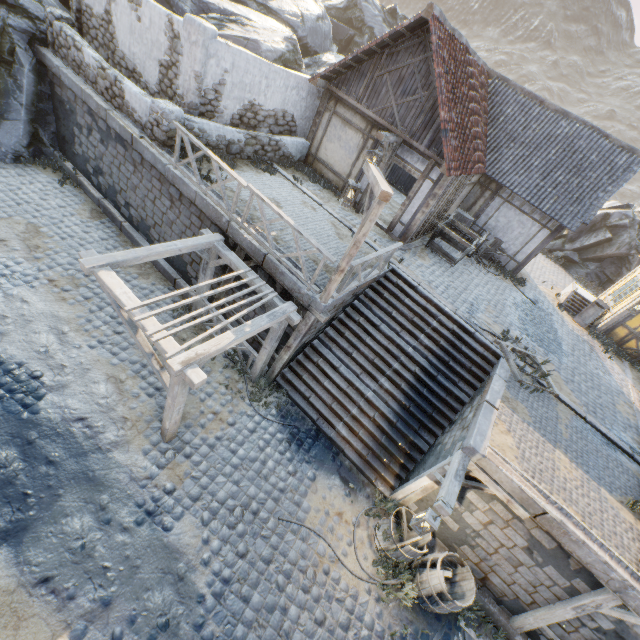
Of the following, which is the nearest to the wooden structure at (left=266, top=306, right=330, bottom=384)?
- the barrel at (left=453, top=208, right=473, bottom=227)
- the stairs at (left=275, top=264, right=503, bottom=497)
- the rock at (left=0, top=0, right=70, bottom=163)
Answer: the stairs at (left=275, top=264, right=503, bottom=497)

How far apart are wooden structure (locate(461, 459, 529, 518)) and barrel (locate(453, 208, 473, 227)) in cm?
1101

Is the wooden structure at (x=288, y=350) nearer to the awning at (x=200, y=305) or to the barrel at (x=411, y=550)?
the awning at (x=200, y=305)

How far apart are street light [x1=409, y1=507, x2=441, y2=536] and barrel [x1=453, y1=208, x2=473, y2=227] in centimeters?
1092cm

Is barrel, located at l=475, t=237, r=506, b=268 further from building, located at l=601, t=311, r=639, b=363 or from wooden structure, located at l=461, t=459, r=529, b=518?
wooden structure, located at l=461, t=459, r=529, b=518

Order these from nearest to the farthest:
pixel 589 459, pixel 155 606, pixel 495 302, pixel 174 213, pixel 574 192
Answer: pixel 155 606 < pixel 589 459 < pixel 174 213 < pixel 495 302 < pixel 574 192

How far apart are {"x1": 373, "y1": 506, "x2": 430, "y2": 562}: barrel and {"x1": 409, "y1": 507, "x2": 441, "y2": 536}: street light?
0.4m

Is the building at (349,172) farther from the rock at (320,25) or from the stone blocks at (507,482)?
the rock at (320,25)
